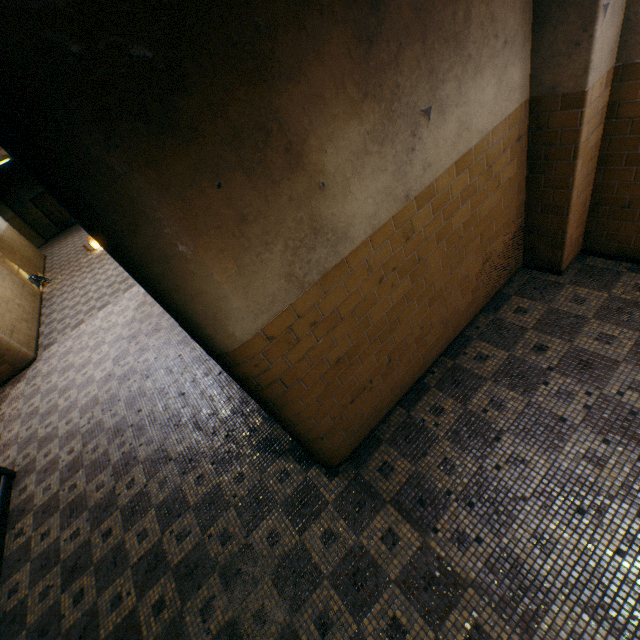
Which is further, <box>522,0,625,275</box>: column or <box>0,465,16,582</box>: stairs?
<box>0,465,16,582</box>: stairs

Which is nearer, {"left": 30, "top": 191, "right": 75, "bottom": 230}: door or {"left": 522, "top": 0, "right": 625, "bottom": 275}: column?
{"left": 522, "top": 0, "right": 625, "bottom": 275}: column

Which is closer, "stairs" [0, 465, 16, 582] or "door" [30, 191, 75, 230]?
"stairs" [0, 465, 16, 582]

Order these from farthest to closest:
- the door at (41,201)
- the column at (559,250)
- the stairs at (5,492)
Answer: the door at (41,201) < the stairs at (5,492) < the column at (559,250)

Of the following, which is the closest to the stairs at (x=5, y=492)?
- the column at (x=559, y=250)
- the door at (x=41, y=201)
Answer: the column at (x=559, y=250)

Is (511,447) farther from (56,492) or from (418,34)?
(56,492)

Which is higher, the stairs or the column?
the column

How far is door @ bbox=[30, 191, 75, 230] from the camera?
19.5m
